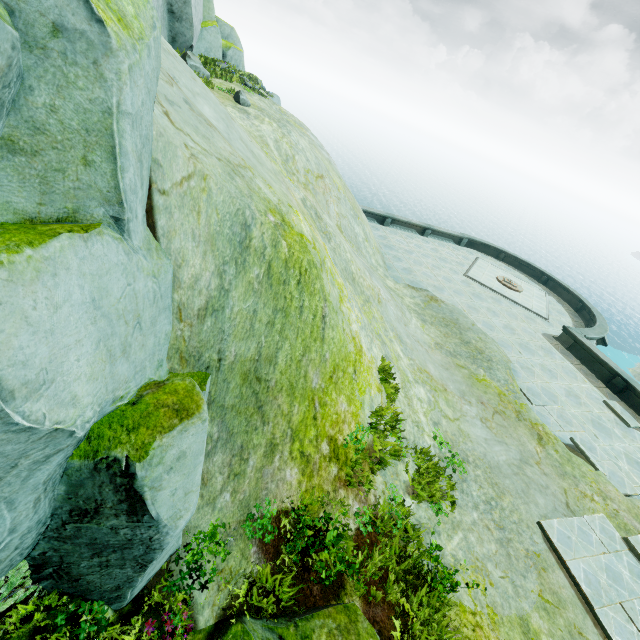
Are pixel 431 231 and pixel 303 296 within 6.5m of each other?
no

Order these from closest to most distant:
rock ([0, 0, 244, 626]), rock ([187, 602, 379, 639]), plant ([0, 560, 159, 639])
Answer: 1. rock ([0, 0, 244, 626])
2. plant ([0, 560, 159, 639])
3. rock ([187, 602, 379, 639])

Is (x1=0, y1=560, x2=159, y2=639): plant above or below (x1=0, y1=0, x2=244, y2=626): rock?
below

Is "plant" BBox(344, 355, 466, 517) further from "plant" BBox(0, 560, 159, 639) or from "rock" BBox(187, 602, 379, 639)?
"plant" BBox(0, 560, 159, 639)

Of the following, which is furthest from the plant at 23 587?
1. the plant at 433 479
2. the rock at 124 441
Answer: the plant at 433 479

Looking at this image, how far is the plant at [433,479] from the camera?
6.1m

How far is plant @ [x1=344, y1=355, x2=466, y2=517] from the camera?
6.08m
